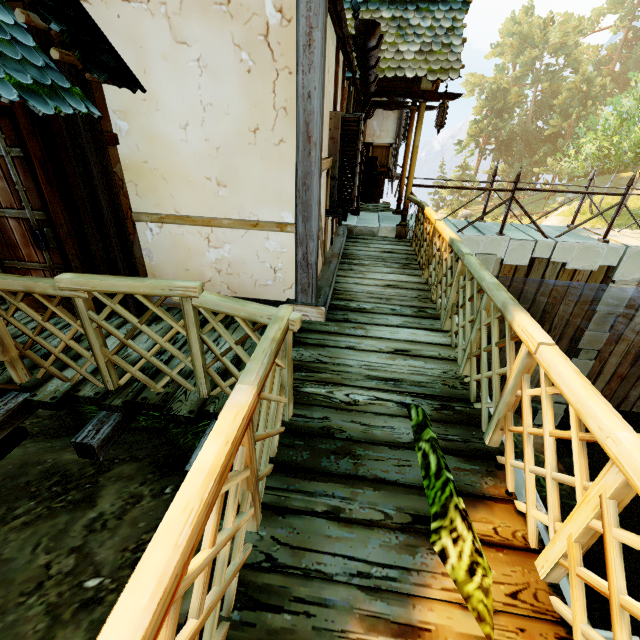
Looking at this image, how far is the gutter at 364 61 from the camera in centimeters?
259cm

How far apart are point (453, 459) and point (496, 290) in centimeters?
132cm

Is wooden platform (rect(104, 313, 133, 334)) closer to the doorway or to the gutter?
the doorway

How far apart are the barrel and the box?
1.0 meters

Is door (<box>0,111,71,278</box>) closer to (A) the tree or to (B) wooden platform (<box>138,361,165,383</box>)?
(B) wooden platform (<box>138,361,165,383</box>)

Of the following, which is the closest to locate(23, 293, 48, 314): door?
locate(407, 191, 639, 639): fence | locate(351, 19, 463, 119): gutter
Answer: locate(407, 191, 639, 639): fence

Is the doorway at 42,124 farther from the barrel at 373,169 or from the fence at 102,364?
the barrel at 373,169

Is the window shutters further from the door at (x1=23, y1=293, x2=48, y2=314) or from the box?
the box
